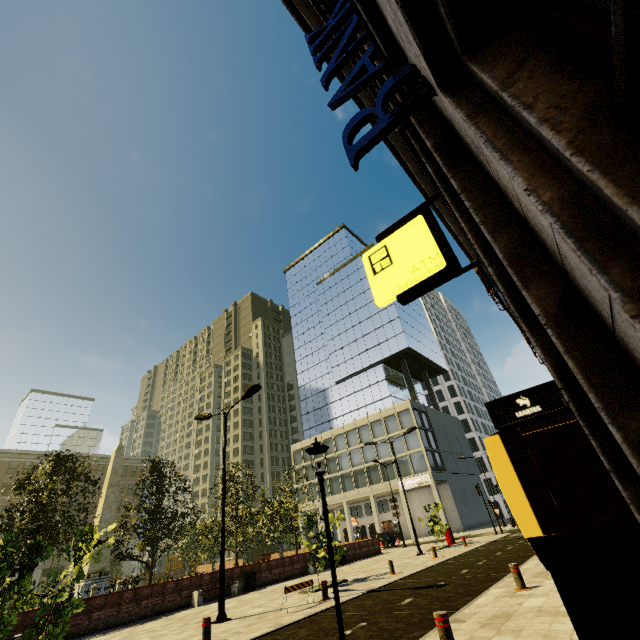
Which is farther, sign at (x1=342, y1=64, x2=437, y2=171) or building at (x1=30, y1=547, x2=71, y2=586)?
building at (x1=30, y1=547, x2=71, y2=586)

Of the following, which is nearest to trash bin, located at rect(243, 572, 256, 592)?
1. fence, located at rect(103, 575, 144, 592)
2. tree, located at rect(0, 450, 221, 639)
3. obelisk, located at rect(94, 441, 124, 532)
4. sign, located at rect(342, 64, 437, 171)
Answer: tree, located at rect(0, 450, 221, 639)

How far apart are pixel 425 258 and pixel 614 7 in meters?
1.8 m

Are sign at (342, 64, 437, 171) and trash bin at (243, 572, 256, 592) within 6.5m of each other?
no

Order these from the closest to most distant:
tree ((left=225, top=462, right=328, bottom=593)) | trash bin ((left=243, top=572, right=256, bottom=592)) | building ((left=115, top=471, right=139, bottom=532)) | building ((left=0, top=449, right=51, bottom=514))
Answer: tree ((left=225, top=462, right=328, bottom=593))
trash bin ((left=243, top=572, right=256, bottom=592))
building ((left=0, top=449, right=51, bottom=514))
building ((left=115, top=471, right=139, bottom=532))

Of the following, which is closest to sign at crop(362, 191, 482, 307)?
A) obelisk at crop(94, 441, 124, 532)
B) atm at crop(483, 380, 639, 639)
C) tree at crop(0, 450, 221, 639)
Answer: atm at crop(483, 380, 639, 639)

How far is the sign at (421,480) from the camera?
42.3 meters

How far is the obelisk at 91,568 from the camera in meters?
24.0
